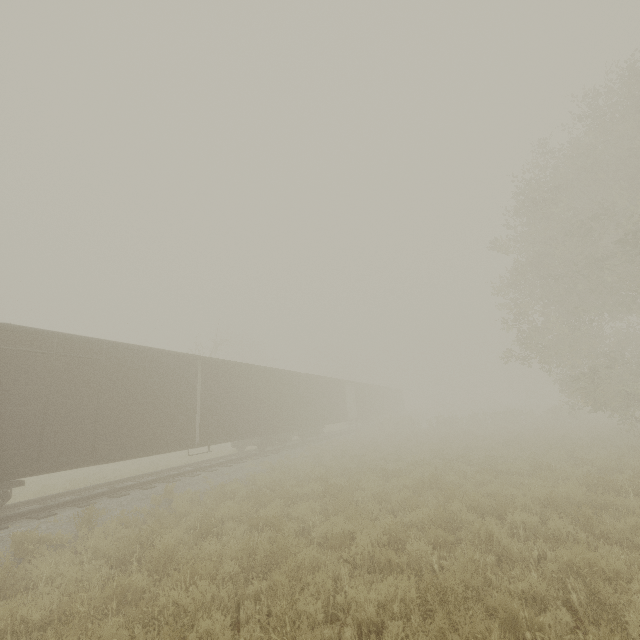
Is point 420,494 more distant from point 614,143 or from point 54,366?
point 614,143
